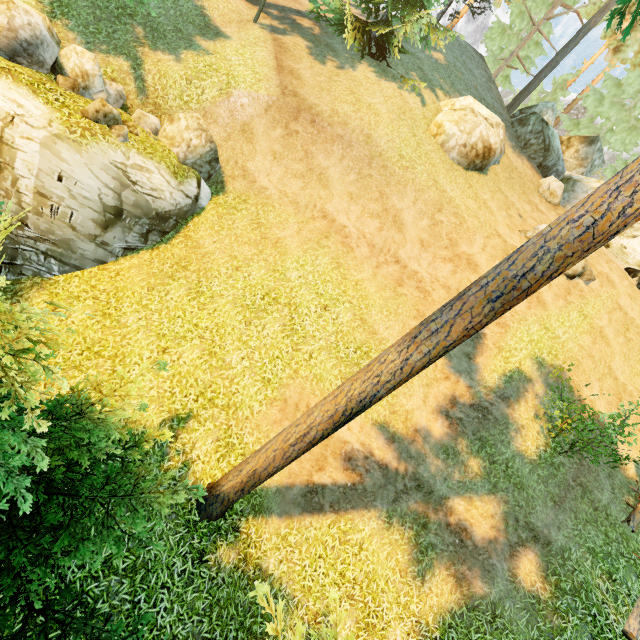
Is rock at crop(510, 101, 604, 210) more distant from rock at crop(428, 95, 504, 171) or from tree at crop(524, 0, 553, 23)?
tree at crop(524, 0, 553, 23)

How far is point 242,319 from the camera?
10.2m

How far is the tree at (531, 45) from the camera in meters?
27.0

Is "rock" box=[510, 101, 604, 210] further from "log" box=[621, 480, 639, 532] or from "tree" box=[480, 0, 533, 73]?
"log" box=[621, 480, 639, 532]

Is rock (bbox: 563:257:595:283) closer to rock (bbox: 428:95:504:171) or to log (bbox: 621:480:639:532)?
rock (bbox: 428:95:504:171)

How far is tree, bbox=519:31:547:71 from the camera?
27.0 meters

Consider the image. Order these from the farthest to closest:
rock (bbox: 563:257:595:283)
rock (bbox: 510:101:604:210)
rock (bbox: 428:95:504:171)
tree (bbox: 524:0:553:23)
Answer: tree (bbox: 524:0:553:23) < rock (bbox: 510:101:604:210) < rock (bbox: 428:95:504:171) < rock (bbox: 563:257:595:283)

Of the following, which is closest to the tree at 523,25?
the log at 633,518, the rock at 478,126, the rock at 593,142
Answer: the log at 633,518
